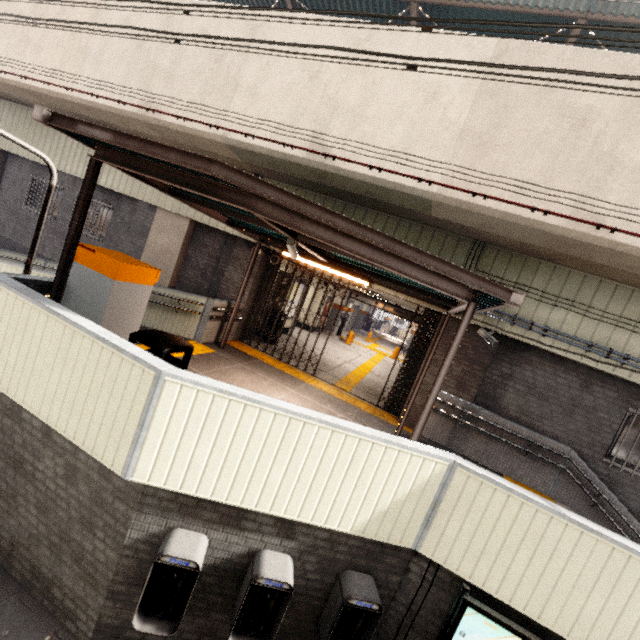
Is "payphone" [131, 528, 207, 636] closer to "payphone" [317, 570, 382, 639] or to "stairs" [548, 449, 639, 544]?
"payphone" [317, 570, 382, 639]

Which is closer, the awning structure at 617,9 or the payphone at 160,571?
the payphone at 160,571

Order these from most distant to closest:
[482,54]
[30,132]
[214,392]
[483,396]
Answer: [30,132] < [483,396] < [482,54] < [214,392]

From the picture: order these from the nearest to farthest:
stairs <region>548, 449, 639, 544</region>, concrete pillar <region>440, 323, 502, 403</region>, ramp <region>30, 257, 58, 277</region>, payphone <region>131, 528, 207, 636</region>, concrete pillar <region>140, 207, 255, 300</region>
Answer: payphone <region>131, 528, 207, 636</region>, ramp <region>30, 257, 58, 277</region>, stairs <region>548, 449, 639, 544</region>, concrete pillar <region>440, 323, 502, 403</region>, concrete pillar <region>140, 207, 255, 300</region>

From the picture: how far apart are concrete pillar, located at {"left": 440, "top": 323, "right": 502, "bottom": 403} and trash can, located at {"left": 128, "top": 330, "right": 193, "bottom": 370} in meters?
5.7

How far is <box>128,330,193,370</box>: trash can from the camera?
3.85m

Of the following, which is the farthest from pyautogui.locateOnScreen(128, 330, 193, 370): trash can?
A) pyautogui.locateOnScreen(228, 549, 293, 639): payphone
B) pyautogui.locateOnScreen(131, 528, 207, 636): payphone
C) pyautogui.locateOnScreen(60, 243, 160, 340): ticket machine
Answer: pyautogui.locateOnScreen(228, 549, 293, 639): payphone

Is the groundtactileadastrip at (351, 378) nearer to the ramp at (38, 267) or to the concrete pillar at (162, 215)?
the concrete pillar at (162, 215)
